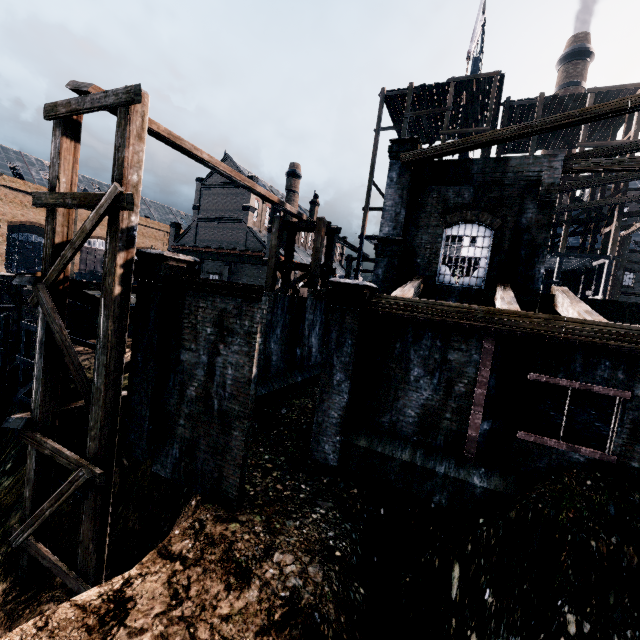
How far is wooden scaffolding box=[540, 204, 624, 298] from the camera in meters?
22.7 m

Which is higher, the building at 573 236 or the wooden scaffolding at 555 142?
the wooden scaffolding at 555 142

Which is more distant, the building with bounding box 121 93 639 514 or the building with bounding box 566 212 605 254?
the building with bounding box 566 212 605 254

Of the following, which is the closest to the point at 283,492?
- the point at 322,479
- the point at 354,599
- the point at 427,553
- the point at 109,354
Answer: the point at 322,479

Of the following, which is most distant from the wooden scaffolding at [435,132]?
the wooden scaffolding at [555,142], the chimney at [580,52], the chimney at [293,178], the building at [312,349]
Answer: the chimney at [580,52]

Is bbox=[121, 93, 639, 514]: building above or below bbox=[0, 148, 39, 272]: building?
below

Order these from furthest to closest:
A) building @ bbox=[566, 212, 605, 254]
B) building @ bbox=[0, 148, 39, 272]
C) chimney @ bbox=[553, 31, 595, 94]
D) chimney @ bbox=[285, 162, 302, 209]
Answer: building @ bbox=[0, 148, 39, 272] < chimney @ bbox=[285, 162, 302, 209] < chimney @ bbox=[553, 31, 595, 94] < building @ bbox=[566, 212, 605, 254]

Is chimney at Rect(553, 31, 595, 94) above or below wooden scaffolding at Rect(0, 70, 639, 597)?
above
